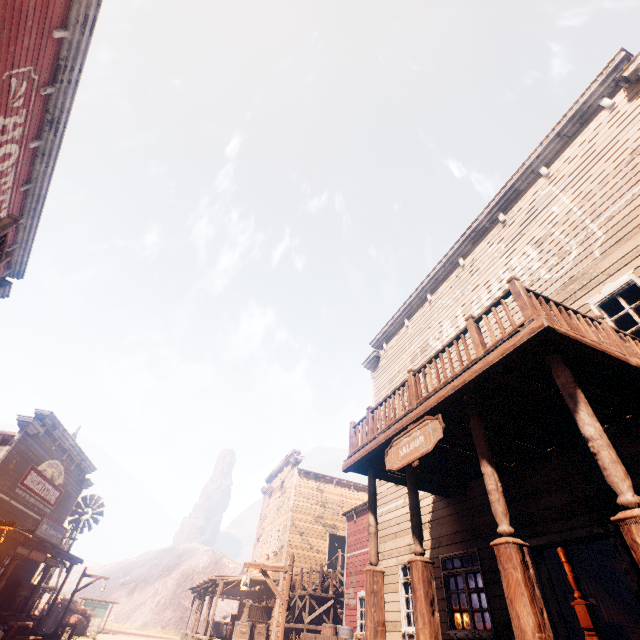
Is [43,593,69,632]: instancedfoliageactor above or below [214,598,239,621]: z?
below

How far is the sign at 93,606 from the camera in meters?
30.6 m

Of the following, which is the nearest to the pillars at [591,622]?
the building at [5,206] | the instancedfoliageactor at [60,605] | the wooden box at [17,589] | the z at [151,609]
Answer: the building at [5,206]

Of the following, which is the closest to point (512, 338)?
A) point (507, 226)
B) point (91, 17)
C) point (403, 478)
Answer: point (403, 478)

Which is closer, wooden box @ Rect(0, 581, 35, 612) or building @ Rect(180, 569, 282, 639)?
wooden box @ Rect(0, 581, 35, 612)

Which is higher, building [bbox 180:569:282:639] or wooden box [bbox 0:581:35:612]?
building [bbox 180:569:282:639]

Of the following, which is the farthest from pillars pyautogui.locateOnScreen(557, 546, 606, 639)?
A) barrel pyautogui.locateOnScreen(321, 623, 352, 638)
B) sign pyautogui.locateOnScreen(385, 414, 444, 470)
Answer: barrel pyautogui.locateOnScreen(321, 623, 352, 638)

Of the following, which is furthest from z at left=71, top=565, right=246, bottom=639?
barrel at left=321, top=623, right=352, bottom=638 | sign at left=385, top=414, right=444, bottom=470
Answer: sign at left=385, top=414, right=444, bottom=470
